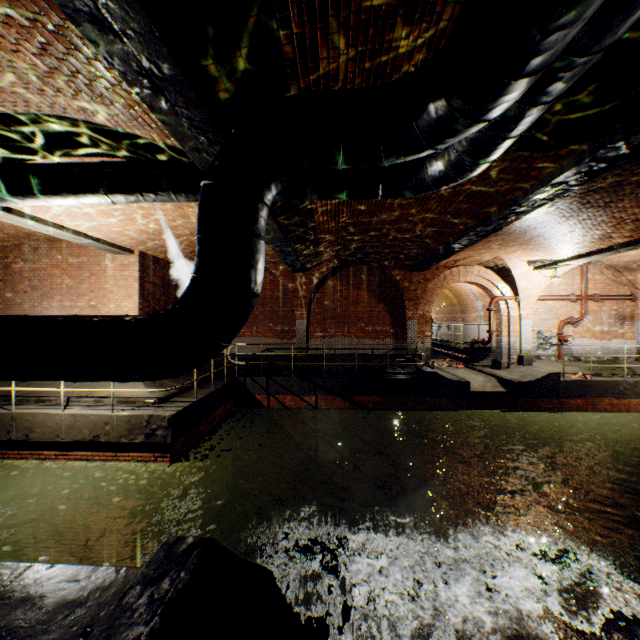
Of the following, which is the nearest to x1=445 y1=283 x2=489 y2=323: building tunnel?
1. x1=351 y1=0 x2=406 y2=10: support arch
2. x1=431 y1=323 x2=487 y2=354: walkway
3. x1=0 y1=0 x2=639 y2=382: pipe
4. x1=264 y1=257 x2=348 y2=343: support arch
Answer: x1=431 y1=323 x2=487 y2=354: walkway

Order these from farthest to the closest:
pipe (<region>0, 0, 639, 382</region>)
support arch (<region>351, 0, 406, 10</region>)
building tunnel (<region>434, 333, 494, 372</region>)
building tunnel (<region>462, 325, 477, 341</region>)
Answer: building tunnel (<region>462, 325, 477, 341</region>) < building tunnel (<region>434, 333, 494, 372</region>) < support arch (<region>351, 0, 406, 10</region>) < pipe (<region>0, 0, 639, 382</region>)

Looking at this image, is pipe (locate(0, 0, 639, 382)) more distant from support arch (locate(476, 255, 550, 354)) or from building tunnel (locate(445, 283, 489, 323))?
building tunnel (locate(445, 283, 489, 323))

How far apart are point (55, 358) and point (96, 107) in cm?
285

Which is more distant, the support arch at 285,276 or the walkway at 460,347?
the walkway at 460,347

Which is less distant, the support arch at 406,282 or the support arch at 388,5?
the support arch at 388,5

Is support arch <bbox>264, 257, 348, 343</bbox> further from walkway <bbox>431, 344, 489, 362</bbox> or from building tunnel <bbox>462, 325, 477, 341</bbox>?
walkway <bbox>431, 344, 489, 362</bbox>

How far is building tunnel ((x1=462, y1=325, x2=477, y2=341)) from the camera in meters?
18.7 m
